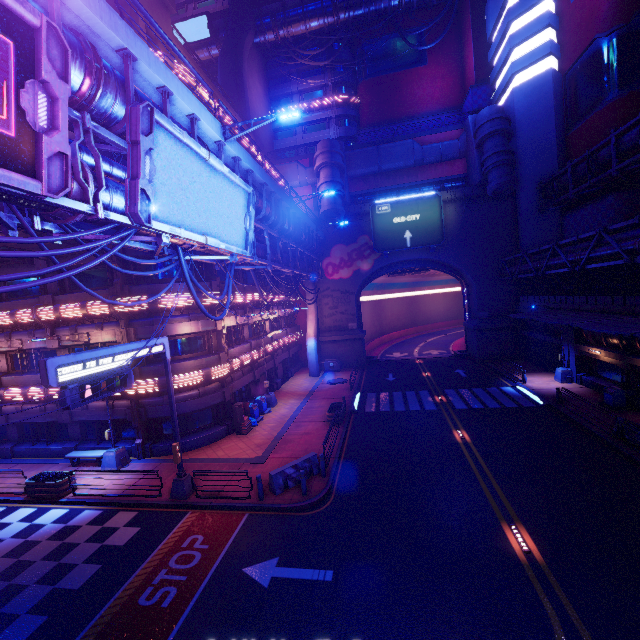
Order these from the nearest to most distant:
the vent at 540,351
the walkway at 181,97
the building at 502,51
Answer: the walkway at 181,97
the building at 502,51
the vent at 540,351

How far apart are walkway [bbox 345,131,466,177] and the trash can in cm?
2764

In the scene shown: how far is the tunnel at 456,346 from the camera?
38.59m

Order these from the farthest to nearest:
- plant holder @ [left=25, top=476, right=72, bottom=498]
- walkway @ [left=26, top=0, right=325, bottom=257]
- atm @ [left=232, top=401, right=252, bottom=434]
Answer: atm @ [left=232, top=401, right=252, bottom=434]
plant holder @ [left=25, top=476, right=72, bottom=498]
walkway @ [left=26, top=0, right=325, bottom=257]

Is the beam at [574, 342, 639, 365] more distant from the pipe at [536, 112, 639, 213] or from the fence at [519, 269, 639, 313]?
the pipe at [536, 112, 639, 213]

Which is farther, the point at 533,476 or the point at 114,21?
the point at 533,476

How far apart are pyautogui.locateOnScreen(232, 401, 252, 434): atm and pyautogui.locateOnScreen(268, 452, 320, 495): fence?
6.5 meters

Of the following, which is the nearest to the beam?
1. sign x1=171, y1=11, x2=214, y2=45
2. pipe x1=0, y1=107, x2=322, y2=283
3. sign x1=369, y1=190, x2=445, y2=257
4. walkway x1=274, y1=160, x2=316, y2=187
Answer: sign x1=369, y1=190, x2=445, y2=257
